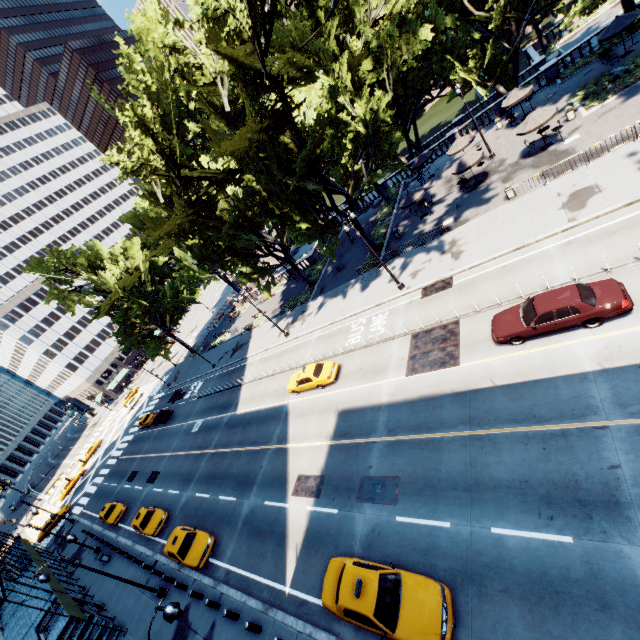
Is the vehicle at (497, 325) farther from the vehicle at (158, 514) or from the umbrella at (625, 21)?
the vehicle at (158, 514)

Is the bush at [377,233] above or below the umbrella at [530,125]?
below

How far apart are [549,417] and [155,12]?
32.0 meters

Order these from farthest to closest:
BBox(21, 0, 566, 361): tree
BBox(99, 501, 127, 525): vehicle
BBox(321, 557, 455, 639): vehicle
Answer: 1. BBox(99, 501, 127, 525): vehicle
2. BBox(21, 0, 566, 361): tree
3. BBox(321, 557, 455, 639): vehicle

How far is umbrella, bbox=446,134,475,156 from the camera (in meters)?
30.85

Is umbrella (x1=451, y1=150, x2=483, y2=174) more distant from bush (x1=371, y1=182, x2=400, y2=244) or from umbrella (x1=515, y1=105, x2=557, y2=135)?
bush (x1=371, y1=182, x2=400, y2=244)

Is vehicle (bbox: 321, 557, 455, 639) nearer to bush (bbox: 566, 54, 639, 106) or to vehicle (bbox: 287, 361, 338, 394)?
vehicle (bbox: 287, 361, 338, 394)

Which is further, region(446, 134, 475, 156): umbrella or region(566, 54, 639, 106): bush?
region(446, 134, 475, 156): umbrella
